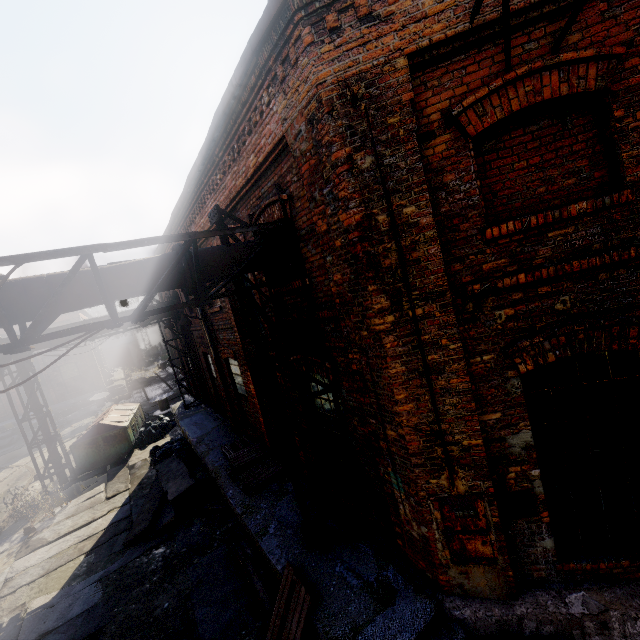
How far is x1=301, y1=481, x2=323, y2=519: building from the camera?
6.5 meters

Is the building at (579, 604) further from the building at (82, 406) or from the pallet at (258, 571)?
the building at (82, 406)

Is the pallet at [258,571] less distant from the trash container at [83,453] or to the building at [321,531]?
the building at [321,531]

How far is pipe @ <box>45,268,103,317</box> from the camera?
3.87m

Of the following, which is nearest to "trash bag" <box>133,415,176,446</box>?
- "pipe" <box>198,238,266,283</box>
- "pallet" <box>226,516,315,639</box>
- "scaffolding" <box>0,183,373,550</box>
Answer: "pipe" <box>198,238,266,283</box>

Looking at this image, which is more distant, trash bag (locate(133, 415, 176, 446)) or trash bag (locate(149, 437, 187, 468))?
trash bag (locate(133, 415, 176, 446))

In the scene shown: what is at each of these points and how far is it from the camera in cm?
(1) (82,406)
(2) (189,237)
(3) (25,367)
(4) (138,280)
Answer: (1) building, 2694
(2) scaffolding, 415
(3) pipe, 1309
(4) pipe, 429

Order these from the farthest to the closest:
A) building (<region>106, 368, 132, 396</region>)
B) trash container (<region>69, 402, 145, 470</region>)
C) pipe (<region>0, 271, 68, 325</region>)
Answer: building (<region>106, 368, 132, 396</region>) → trash container (<region>69, 402, 145, 470</region>) → pipe (<region>0, 271, 68, 325</region>)
